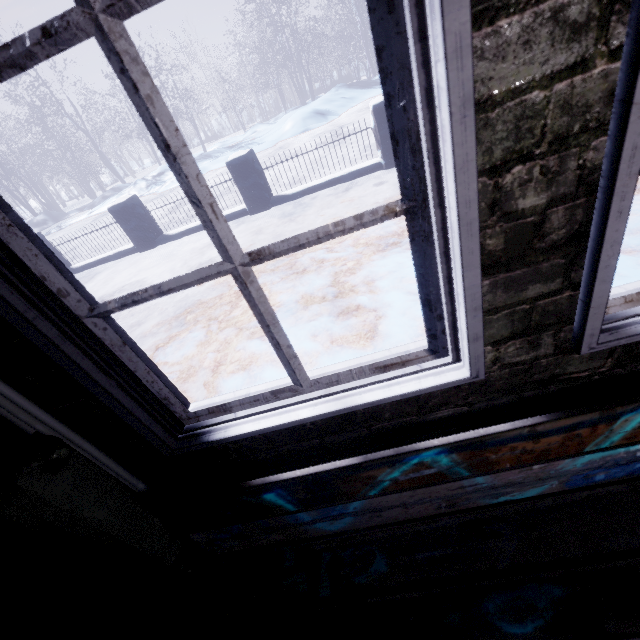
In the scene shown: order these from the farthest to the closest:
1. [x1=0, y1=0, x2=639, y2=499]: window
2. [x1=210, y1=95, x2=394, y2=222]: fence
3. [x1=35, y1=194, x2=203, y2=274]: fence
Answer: [x1=35, y1=194, x2=203, y2=274]: fence
[x1=210, y1=95, x2=394, y2=222]: fence
[x1=0, y1=0, x2=639, y2=499]: window

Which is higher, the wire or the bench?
the wire

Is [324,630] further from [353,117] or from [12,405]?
[353,117]

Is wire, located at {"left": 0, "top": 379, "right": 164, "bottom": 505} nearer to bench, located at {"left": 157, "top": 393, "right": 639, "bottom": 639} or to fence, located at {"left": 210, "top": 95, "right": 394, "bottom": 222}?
bench, located at {"left": 157, "top": 393, "right": 639, "bottom": 639}

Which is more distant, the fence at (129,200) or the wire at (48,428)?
the fence at (129,200)

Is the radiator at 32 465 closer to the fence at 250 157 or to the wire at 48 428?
the wire at 48 428

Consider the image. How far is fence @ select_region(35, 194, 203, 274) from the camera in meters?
5.7

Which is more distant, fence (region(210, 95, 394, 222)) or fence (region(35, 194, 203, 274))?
fence (region(35, 194, 203, 274))
